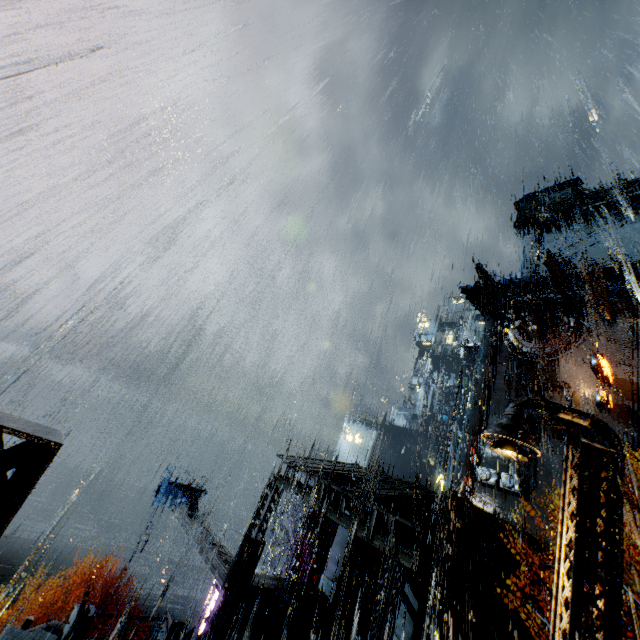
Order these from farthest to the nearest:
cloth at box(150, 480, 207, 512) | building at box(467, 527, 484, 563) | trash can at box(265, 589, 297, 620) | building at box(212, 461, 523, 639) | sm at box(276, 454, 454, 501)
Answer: cloth at box(150, 480, 207, 512)
building at box(467, 527, 484, 563)
trash can at box(265, 589, 297, 620)
sm at box(276, 454, 454, 501)
building at box(212, 461, 523, 639)

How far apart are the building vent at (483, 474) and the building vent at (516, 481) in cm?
24

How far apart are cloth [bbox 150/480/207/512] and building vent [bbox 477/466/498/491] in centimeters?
2785cm

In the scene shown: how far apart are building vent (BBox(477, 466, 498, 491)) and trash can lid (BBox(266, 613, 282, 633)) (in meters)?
26.91

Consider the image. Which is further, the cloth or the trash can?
the cloth

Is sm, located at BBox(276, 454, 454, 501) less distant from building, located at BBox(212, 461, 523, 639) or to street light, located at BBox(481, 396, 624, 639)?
building, located at BBox(212, 461, 523, 639)

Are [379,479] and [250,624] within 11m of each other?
yes

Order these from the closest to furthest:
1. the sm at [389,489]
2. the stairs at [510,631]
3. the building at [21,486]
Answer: the building at [21,486] < the sm at [389,489] < the stairs at [510,631]
